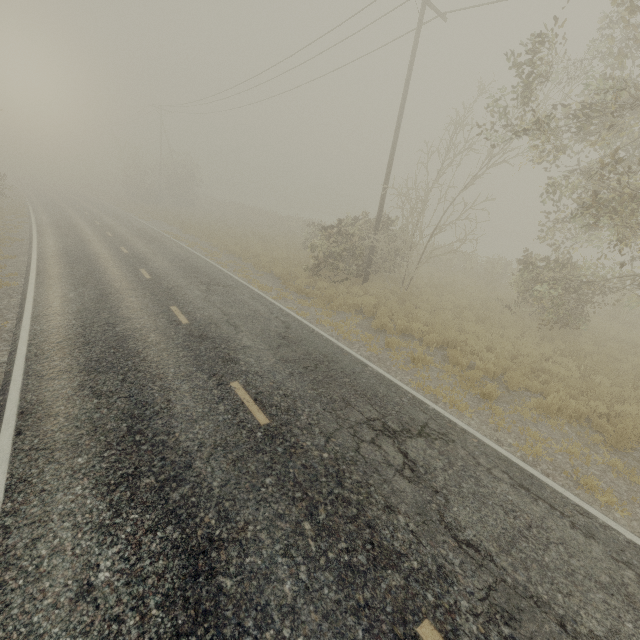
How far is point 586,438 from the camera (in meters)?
7.00
